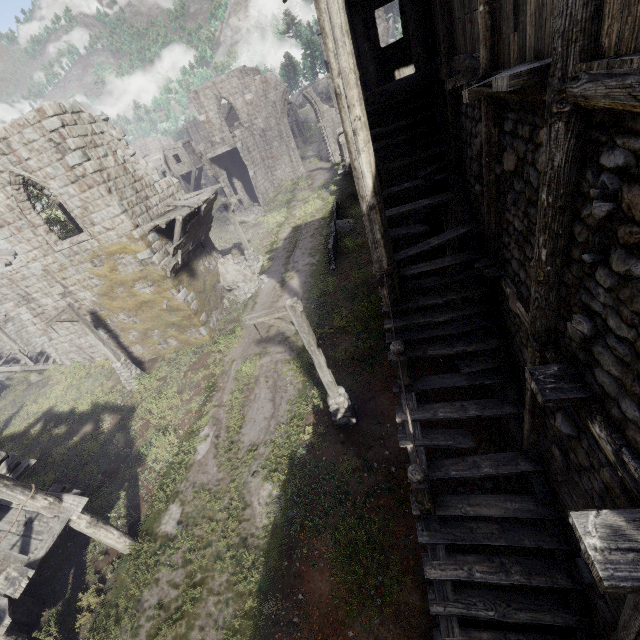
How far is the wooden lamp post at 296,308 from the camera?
8.2 meters

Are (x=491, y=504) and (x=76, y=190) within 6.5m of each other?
no

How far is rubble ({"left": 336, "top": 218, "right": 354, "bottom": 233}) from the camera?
21.7m

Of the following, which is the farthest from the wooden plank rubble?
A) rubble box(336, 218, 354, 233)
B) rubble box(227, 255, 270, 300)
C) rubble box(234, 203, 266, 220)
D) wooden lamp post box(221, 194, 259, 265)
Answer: rubble box(234, 203, 266, 220)

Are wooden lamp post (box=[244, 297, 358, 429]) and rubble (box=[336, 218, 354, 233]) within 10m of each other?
no

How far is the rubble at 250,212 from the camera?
30.1m

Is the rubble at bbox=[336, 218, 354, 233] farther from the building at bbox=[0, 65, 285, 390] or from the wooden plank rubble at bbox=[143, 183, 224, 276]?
the wooden plank rubble at bbox=[143, 183, 224, 276]

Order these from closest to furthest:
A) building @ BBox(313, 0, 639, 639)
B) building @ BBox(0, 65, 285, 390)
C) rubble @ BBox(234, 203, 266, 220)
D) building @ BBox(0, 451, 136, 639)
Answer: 1. building @ BBox(313, 0, 639, 639)
2. building @ BBox(0, 451, 136, 639)
3. building @ BBox(0, 65, 285, 390)
4. rubble @ BBox(234, 203, 266, 220)
